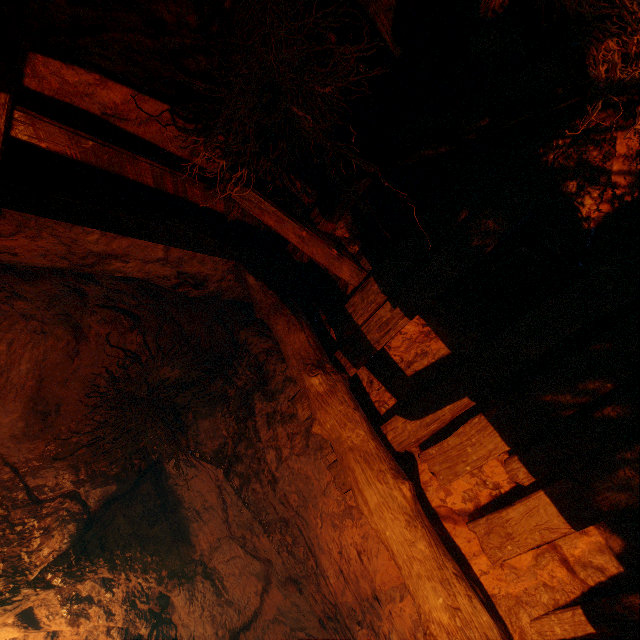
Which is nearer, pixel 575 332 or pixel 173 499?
pixel 575 332

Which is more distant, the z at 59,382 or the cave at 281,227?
the z at 59,382

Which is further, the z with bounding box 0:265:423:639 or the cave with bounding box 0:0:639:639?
the z with bounding box 0:265:423:639
